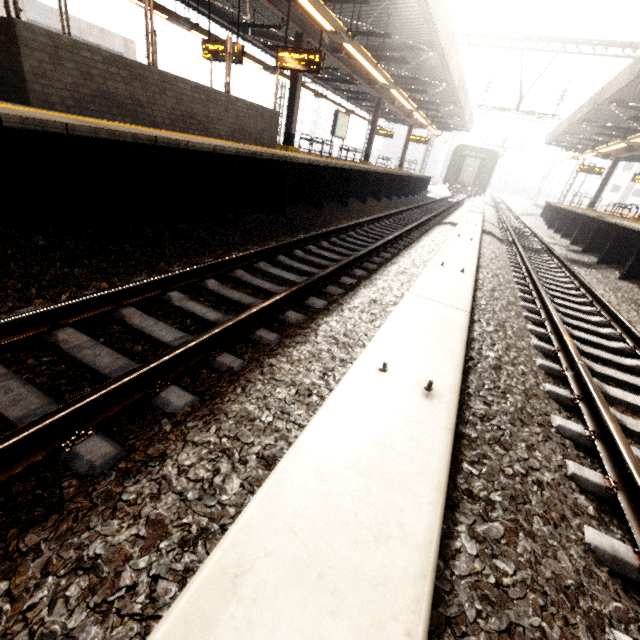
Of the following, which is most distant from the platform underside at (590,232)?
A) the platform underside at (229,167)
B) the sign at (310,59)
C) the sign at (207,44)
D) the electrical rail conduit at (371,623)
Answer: the sign at (207,44)

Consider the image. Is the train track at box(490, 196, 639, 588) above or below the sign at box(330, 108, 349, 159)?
below

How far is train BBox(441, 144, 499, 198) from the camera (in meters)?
29.73

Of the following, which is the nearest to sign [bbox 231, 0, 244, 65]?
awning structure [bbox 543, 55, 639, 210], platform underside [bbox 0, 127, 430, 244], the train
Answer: platform underside [bbox 0, 127, 430, 244]

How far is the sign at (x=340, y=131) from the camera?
15.3m

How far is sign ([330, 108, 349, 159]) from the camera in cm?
1526

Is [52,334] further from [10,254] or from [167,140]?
[167,140]

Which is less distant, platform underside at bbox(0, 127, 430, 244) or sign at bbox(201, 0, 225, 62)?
platform underside at bbox(0, 127, 430, 244)
